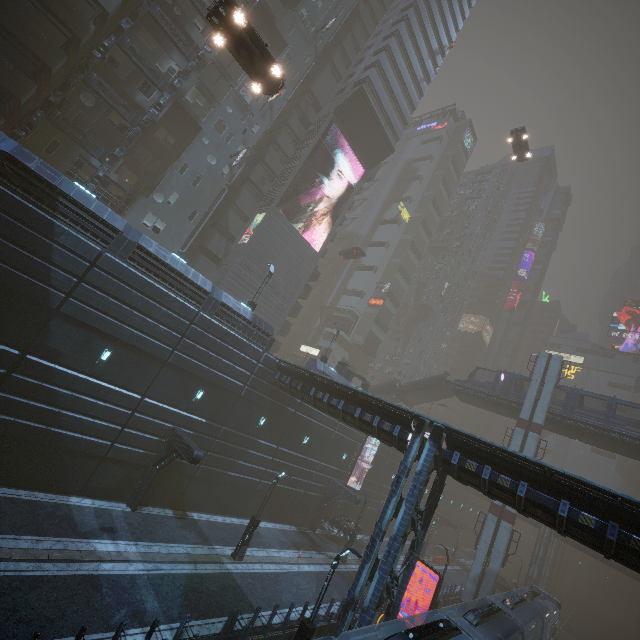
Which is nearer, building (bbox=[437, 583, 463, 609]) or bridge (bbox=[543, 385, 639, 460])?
building (bbox=[437, 583, 463, 609])

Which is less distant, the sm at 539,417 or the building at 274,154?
the building at 274,154

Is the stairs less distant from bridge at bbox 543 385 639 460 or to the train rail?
bridge at bbox 543 385 639 460

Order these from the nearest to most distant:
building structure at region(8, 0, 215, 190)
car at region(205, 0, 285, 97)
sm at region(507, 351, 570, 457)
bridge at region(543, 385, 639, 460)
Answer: car at region(205, 0, 285, 97) < building structure at region(8, 0, 215, 190) < bridge at region(543, 385, 639, 460) < sm at region(507, 351, 570, 457)

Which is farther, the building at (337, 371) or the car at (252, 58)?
the building at (337, 371)

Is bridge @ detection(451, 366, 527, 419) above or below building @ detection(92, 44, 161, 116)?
below

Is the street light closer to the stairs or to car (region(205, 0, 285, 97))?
car (region(205, 0, 285, 97))

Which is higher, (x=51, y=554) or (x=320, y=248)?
(x=320, y=248)
